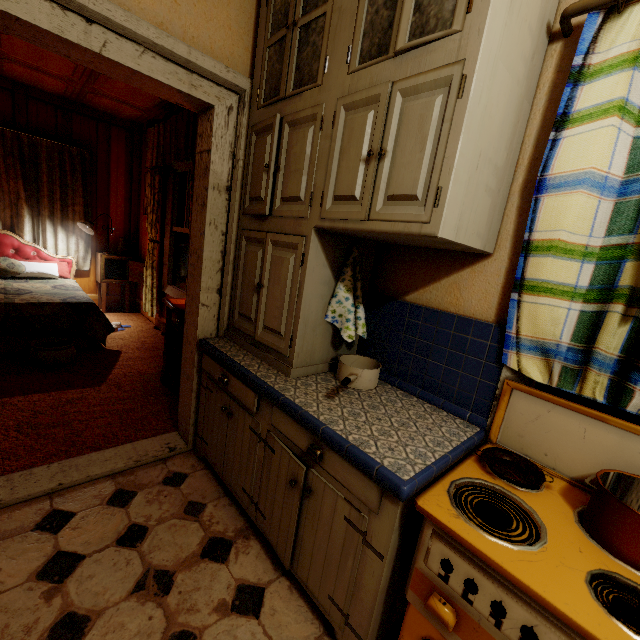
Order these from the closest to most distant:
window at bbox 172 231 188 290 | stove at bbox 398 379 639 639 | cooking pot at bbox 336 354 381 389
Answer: stove at bbox 398 379 639 639, cooking pot at bbox 336 354 381 389, window at bbox 172 231 188 290

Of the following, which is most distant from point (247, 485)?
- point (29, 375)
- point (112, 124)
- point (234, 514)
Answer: point (112, 124)

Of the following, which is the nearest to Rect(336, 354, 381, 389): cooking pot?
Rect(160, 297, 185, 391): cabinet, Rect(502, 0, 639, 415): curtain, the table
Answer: Rect(502, 0, 639, 415): curtain

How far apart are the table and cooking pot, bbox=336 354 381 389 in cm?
442

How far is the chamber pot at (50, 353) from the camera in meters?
3.0 m

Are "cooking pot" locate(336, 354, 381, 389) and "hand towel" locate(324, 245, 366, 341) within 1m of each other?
yes

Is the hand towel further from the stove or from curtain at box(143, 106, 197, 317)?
curtain at box(143, 106, 197, 317)

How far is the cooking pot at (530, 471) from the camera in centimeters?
109cm
